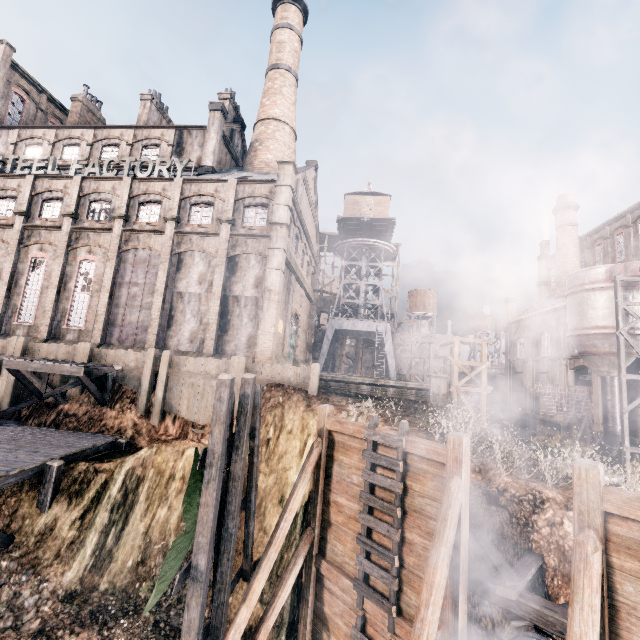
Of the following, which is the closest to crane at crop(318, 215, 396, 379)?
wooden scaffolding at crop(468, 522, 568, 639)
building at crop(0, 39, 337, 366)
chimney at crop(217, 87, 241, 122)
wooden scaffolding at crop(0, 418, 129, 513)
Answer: wooden scaffolding at crop(468, 522, 568, 639)

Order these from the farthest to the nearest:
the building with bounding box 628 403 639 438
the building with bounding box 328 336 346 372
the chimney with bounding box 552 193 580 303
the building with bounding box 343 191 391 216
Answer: the building with bounding box 328 336 346 372, the chimney with bounding box 552 193 580 303, the building with bounding box 343 191 391 216, the building with bounding box 628 403 639 438

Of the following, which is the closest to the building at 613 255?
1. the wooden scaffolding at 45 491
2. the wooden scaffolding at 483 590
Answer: the wooden scaffolding at 45 491

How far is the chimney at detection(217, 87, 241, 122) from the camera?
35.09m

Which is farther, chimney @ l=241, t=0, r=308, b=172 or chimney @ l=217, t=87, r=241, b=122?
chimney @ l=217, t=87, r=241, b=122

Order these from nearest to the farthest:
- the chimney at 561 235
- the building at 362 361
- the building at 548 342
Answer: the building at 548 342
the chimney at 561 235
the building at 362 361

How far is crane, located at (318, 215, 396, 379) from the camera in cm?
3716

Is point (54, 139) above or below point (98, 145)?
above
